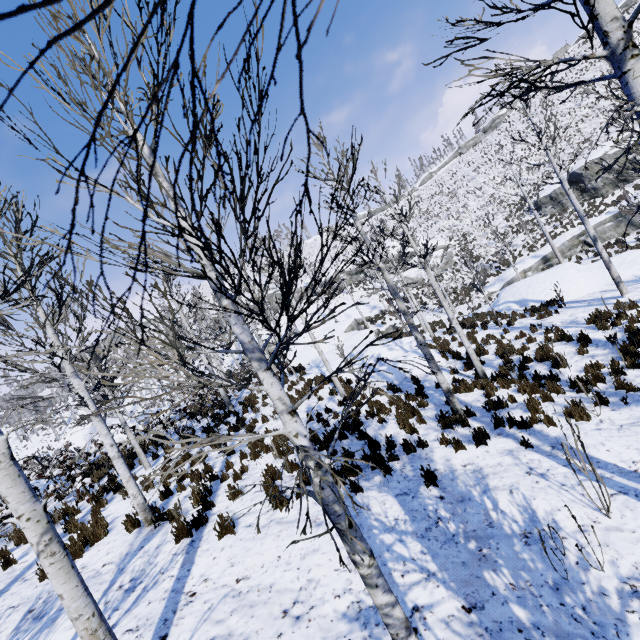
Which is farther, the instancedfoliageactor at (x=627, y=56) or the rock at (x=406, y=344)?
the rock at (x=406, y=344)

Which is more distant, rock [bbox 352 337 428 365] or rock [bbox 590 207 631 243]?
rock [bbox 590 207 631 243]

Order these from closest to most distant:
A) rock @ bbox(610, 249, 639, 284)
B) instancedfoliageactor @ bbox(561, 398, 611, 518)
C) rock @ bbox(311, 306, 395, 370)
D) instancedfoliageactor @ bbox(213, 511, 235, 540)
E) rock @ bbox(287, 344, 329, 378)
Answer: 1. instancedfoliageactor @ bbox(561, 398, 611, 518)
2. instancedfoliageactor @ bbox(213, 511, 235, 540)
3. rock @ bbox(610, 249, 639, 284)
4. rock @ bbox(287, 344, 329, 378)
5. rock @ bbox(311, 306, 395, 370)

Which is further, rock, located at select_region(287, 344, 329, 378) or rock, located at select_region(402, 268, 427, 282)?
rock, located at select_region(402, 268, 427, 282)

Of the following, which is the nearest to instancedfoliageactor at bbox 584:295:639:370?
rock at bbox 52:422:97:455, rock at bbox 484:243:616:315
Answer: rock at bbox 484:243:616:315

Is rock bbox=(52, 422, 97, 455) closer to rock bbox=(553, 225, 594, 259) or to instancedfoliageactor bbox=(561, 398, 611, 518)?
instancedfoliageactor bbox=(561, 398, 611, 518)

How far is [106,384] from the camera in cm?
183

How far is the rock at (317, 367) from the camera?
18.61m
